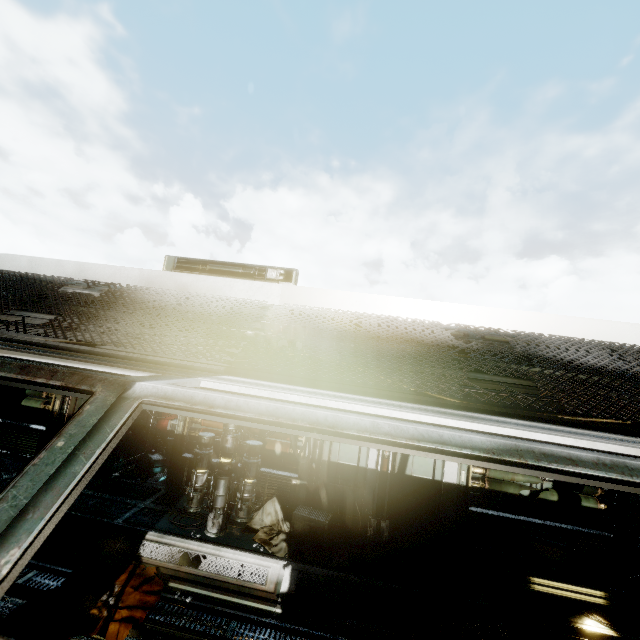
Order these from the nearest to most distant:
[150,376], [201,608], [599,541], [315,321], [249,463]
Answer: [150,376]
[315,321]
[201,608]
[249,463]
[599,541]

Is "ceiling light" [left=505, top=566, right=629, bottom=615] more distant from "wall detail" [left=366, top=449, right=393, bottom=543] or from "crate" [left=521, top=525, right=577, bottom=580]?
"wall detail" [left=366, top=449, right=393, bottom=543]

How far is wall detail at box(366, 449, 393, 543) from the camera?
7.3 meters

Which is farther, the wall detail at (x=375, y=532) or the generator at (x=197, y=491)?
the wall detail at (x=375, y=532)

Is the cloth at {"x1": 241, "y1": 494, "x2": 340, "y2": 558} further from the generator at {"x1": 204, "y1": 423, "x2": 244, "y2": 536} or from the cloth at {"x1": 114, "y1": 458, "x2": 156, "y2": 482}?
the cloth at {"x1": 114, "y1": 458, "x2": 156, "y2": 482}

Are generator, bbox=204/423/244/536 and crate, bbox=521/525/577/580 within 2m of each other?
no

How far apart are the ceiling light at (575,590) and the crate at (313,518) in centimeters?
348cm

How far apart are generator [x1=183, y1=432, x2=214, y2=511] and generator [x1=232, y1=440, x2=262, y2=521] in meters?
0.1
